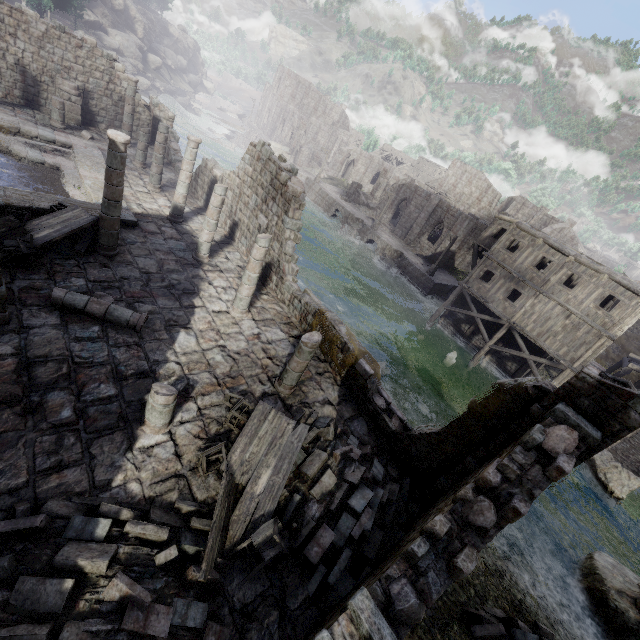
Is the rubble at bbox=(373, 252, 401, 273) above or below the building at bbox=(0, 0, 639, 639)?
below

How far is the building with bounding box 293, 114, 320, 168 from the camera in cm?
5621

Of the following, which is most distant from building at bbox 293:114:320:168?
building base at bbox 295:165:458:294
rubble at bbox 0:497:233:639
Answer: building base at bbox 295:165:458:294

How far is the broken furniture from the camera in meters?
6.0 m

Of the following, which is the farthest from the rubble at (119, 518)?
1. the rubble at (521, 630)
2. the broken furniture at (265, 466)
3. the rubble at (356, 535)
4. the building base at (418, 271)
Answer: the building base at (418, 271)

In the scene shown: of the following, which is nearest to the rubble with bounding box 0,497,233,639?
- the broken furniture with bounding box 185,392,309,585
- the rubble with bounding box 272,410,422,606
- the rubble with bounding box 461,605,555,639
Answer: the broken furniture with bounding box 185,392,309,585

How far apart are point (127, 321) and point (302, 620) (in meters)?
8.23

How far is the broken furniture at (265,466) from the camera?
6.0m
